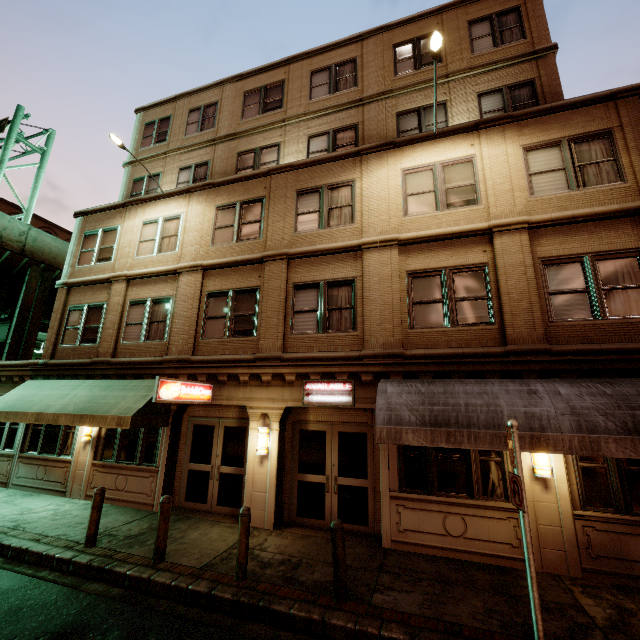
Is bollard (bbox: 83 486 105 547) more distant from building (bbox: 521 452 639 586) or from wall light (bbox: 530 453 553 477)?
wall light (bbox: 530 453 553 477)

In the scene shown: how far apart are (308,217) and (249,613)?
10.1m

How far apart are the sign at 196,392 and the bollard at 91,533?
2.3m

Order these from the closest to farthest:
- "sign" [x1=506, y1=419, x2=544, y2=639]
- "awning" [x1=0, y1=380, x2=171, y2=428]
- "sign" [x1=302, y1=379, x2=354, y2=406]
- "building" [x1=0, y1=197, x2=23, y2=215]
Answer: "sign" [x1=506, y1=419, x2=544, y2=639] → "sign" [x1=302, y1=379, x2=354, y2=406] → "awning" [x1=0, y1=380, x2=171, y2=428] → "building" [x1=0, y1=197, x2=23, y2=215]

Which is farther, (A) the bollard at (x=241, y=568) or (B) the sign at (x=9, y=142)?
(B) the sign at (x=9, y=142)

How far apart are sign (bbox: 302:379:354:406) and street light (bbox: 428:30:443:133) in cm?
804

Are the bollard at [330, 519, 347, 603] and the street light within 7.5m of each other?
no

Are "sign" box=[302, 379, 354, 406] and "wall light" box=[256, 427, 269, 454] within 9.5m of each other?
yes
